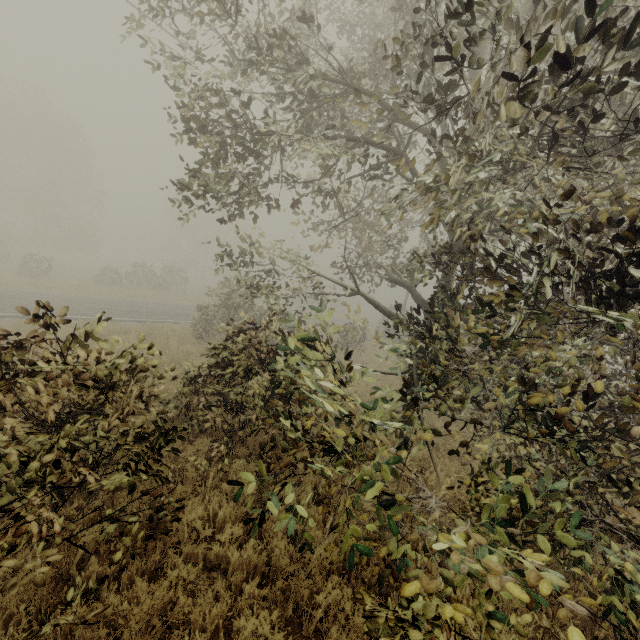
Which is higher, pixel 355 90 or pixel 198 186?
pixel 355 90

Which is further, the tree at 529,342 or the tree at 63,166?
the tree at 63,166

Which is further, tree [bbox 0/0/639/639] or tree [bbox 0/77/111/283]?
tree [bbox 0/77/111/283]
